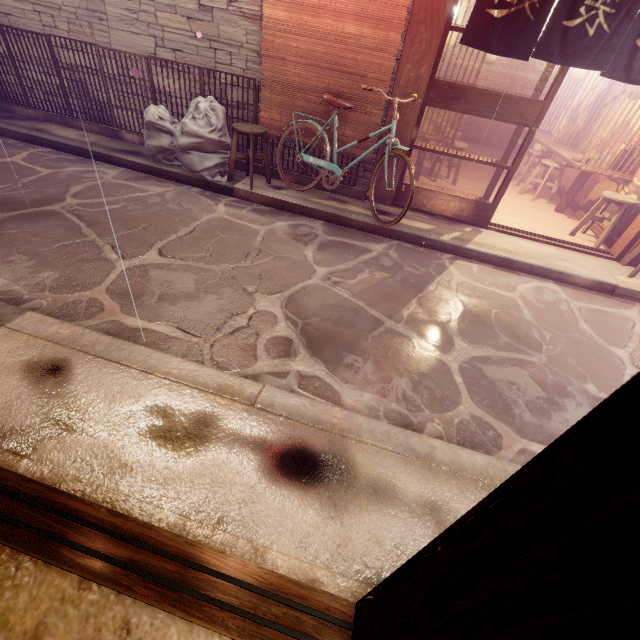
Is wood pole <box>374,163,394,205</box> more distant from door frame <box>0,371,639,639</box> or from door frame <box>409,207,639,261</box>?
door frame <box>0,371,639,639</box>

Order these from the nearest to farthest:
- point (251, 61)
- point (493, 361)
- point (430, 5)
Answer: point (493, 361)
point (430, 5)
point (251, 61)

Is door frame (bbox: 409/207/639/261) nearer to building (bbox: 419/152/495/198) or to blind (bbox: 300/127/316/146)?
building (bbox: 419/152/495/198)

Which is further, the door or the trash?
the trash

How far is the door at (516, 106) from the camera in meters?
7.4 m

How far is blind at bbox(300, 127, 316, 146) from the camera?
8.7 meters

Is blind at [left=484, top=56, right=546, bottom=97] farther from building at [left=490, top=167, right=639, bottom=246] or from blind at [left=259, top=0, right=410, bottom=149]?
blind at [left=259, top=0, right=410, bottom=149]

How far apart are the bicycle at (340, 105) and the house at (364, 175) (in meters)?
0.60
